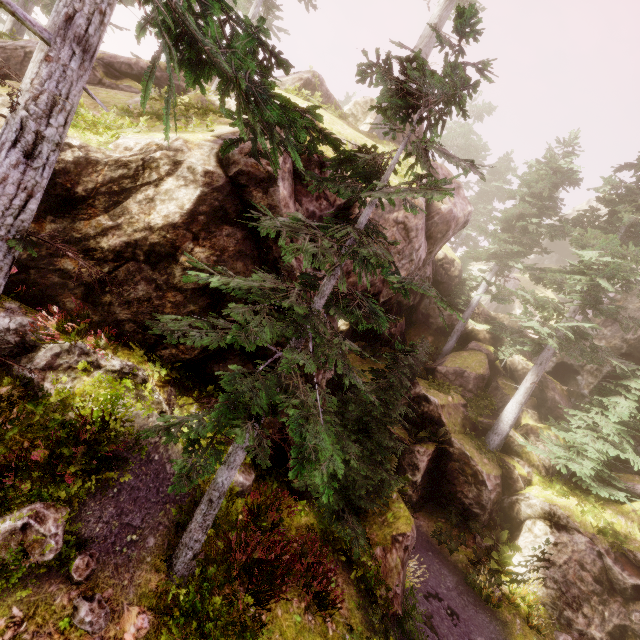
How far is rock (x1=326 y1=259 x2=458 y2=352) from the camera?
10.0 meters

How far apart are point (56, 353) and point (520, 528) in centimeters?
1852cm

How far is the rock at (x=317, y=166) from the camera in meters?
7.7

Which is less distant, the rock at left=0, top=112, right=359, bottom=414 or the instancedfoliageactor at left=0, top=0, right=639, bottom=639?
the instancedfoliageactor at left=0, top=0, right=639, bottom=639

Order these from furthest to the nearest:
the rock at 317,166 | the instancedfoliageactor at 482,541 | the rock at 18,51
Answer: the instancedfoliageactor at 482,541, the rock at 18,51, the rock at 317,166

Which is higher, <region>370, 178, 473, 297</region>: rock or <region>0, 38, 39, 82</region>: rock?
<region>370, 178, 473, 297</region>: rock
